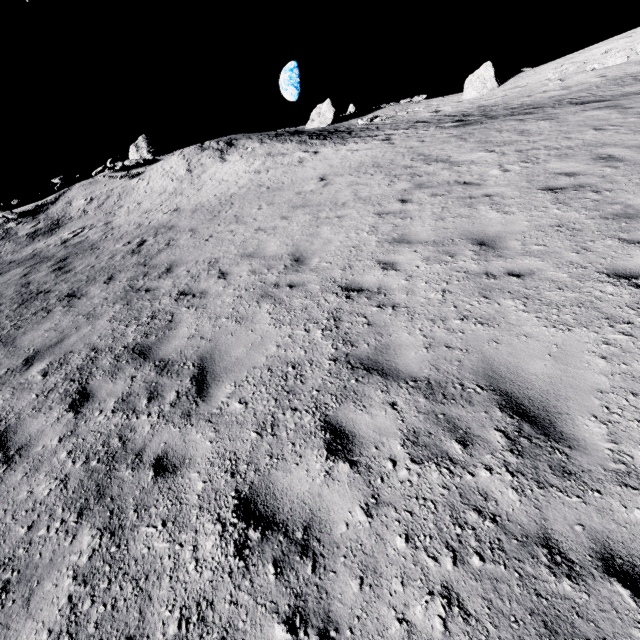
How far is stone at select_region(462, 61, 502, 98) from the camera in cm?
2853

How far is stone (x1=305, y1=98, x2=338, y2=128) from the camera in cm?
3312

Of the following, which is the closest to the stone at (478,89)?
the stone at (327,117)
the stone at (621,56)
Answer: the stone at (621,56)

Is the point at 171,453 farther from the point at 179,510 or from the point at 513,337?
the point at 513,337

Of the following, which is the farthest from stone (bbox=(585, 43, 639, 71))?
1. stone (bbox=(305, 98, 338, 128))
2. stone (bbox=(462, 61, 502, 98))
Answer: stone (bbox=(305, 98, 338, 128))
